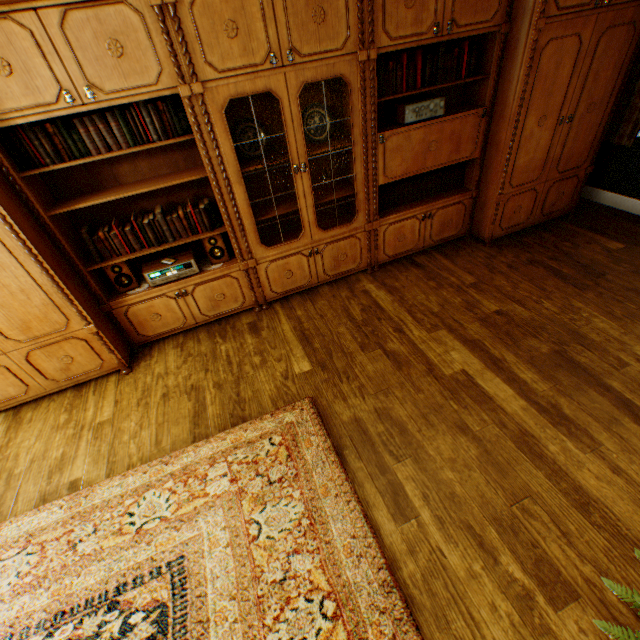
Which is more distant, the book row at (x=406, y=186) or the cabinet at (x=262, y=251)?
the book row at (x=406, y=186)

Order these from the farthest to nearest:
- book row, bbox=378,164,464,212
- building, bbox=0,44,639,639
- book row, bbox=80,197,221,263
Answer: book row, bbox=378,164,464,212
book row, bbox=80,197,221,263
building, bbox=0,44,639,639

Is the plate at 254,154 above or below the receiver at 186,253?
above

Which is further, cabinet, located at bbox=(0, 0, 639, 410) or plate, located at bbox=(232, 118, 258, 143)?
plate, located at bbox=(232, 118, 258, 143)

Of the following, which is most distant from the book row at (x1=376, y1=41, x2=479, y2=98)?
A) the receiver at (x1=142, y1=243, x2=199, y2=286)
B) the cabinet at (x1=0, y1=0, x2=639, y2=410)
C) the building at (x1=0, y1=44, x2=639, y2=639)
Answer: the receiver at (x1=142, y1=243, x2=199, y2=286)

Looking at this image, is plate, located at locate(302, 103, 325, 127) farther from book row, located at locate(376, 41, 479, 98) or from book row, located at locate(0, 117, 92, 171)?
book row, located at locate(0, 117, 92, 171)

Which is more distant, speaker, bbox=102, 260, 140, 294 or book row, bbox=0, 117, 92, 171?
speaker, bbox=102, 260, 140, 294

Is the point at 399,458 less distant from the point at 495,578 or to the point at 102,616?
the point at 495,578
